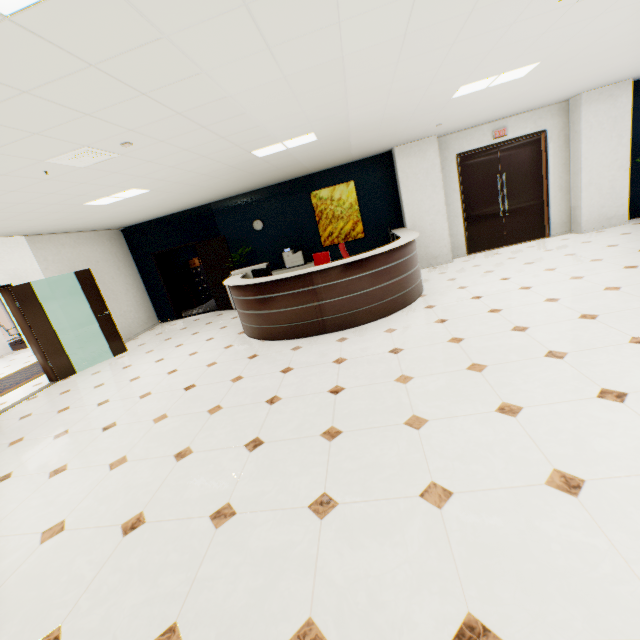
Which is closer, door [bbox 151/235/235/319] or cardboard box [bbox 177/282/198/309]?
door [bbox 151/235/235/319]

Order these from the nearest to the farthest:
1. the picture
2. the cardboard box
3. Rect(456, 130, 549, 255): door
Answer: Rect(456, 130, 549, 255): door, the picture, the cardboard box

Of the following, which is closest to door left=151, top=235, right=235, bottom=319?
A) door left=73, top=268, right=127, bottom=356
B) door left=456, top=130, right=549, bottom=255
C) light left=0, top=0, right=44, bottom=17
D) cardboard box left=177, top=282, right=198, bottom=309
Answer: cardboard box left=177, top=282, right=198, bottom=309

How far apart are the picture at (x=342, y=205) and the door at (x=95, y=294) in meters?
5.5

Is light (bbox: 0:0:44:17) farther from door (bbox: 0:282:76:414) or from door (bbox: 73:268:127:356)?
door (bbox: 73:268:127:356)

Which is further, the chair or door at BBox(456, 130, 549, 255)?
door at BBox(456, 130, 549, 255)

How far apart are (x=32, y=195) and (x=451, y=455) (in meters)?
5.63

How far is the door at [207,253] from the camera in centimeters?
862cm
